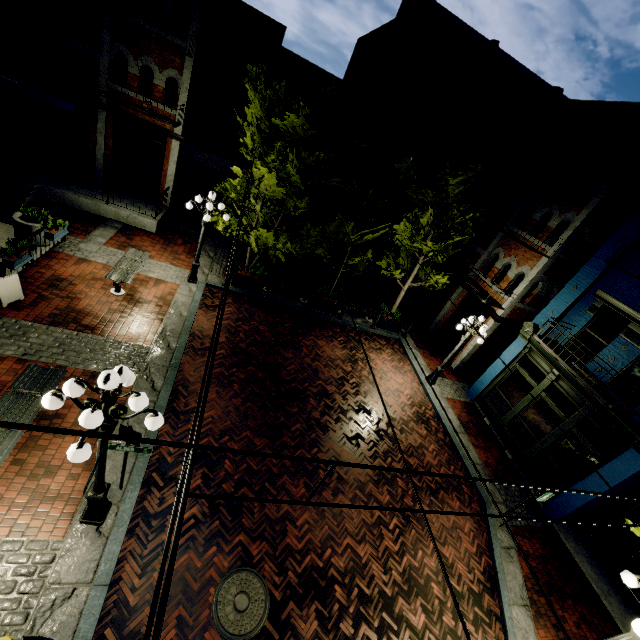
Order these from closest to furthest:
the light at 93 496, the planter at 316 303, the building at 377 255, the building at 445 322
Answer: the light at 93 496 → the planter at 316 303 → the building at 445 322 → the building at 377 255

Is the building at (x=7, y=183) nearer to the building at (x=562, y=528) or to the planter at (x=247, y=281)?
the planter at (x=247, y=281)

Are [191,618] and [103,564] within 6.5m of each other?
yes

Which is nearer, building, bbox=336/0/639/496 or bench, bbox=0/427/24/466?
bench, bbox=0/427/24/466

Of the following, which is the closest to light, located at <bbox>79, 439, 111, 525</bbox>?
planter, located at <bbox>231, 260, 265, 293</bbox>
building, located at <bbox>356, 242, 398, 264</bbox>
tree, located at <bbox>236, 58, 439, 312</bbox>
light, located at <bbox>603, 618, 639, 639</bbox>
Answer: tree, located at <bbox>236, 58, 439, 312</bbox>

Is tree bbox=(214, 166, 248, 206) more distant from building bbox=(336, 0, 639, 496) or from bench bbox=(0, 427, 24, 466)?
bench bbox=(0, 427, 24, 466)

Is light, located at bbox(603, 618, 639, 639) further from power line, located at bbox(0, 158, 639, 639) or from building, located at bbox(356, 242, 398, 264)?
building, located at bbox(356, 242, 398, 264)

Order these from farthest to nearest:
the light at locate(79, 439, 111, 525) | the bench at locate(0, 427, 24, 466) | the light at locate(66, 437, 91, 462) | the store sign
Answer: the store sign
the bench at locate(0, 427, 24, 466)
the light at locate(79, 439, 111, 525)
the light at locate(66, 437, 91, 462)
